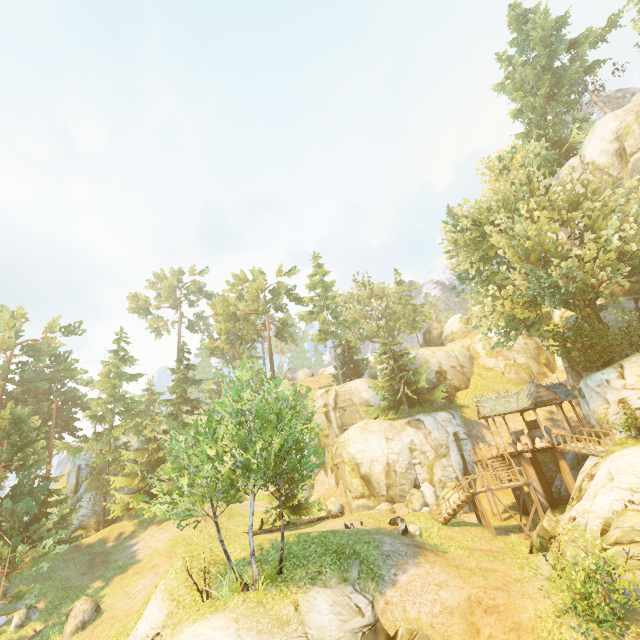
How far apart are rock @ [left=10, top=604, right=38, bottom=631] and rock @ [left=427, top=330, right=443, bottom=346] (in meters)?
56.42

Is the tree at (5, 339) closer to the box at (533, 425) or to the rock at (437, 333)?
the rock at (437, 333)

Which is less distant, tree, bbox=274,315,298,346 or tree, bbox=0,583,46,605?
tree, bbox=0,583,46,605

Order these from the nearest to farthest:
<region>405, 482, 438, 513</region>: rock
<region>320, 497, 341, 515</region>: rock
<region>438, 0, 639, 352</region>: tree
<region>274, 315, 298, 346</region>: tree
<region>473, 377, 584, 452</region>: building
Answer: <region>438, 0, 639, 352</region>: tree
<region>473, 377, 584, 452</region>: building
<region>405, 482, 438, 513</region>: rock
<region>320, 497, 341, 515</region>: rock
<region>274, 315, 298, 346</region>: tree

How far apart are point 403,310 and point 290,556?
36.55m

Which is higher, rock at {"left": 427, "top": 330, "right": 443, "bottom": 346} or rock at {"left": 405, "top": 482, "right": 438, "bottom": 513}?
rock at {"left": 427, "top": 330, "right": 443, "bottom": 346}

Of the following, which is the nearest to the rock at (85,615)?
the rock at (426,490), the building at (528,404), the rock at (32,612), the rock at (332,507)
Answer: the rock at (32,612)

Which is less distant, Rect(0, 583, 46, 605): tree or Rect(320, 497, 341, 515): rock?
Rect(0, 583, 46, 605): tree
